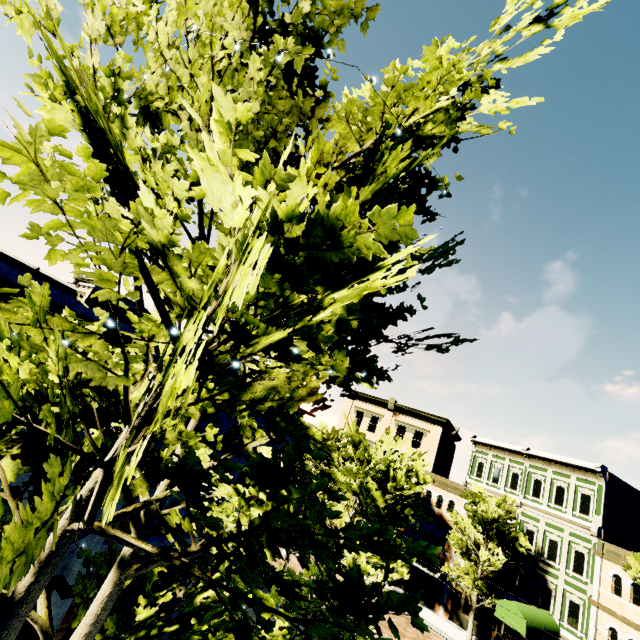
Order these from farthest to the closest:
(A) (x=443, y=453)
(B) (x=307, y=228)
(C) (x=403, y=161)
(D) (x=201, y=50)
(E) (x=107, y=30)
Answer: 1. (A) (x=443, y=453)
2. (C) (x=403, y=161)
3. (E) (x=107, y=30)
4. (D) (x=201, y=50)
5. (B) (x=307, y=228)

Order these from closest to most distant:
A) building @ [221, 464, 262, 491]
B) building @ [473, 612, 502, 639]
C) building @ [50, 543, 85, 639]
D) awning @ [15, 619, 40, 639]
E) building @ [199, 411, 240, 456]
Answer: awning @ [15, 619, 40, 639]
building @ [50, 543, 85, 639]
building @ [199, 411, 240, 456]
building @ [221, 464, 262, 491]
building @ [473, 612, 502, 639]

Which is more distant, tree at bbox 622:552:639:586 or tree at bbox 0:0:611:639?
tree at bbox 622:552:639:586

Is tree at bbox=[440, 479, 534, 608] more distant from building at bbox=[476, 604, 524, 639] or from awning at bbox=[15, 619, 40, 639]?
awning at bbox=[15, 619, 40, 639]

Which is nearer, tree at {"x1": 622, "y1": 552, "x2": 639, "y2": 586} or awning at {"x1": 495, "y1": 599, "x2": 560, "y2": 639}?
tree at {"x1": 622, "y1": 552, "x2": 639, "y2": 586}

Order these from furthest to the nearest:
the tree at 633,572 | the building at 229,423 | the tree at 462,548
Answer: the tree at 462,548, the tree at 633,572, the building at 229,423

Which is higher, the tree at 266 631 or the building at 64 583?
the tree at 266 631

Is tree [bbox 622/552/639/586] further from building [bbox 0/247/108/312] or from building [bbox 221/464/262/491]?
building [bbox 0/247/108/312]
